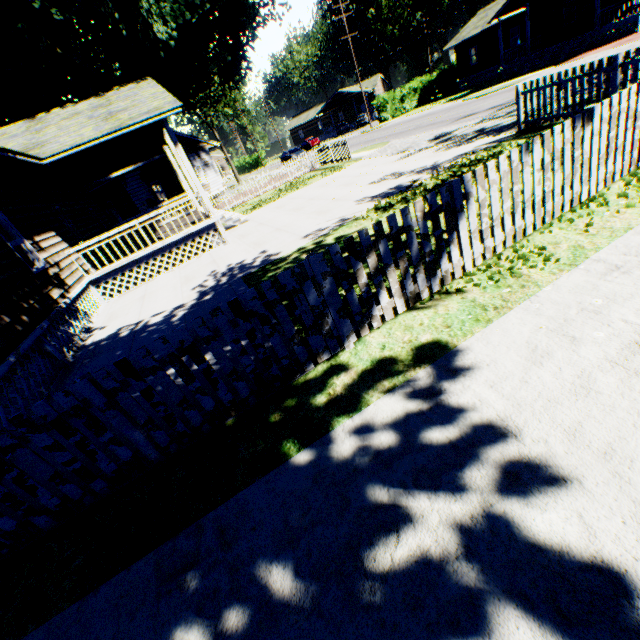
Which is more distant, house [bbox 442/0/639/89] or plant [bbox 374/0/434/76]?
plant [bbox 374/0/434/76]

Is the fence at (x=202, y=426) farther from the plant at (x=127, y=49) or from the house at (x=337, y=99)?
→ the house at (x=337, y=99)

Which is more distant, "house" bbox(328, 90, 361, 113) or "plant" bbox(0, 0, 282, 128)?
"house" bbox(328, 90, 361, 113)

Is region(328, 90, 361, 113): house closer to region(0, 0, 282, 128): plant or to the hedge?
the hedge

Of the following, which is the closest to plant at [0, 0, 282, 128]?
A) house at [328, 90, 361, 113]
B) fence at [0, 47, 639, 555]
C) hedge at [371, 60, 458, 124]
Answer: fence at [0, 47, 639, 555]

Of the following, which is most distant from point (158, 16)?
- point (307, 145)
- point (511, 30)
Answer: point (511, 30)

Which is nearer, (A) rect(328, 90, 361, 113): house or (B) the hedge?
(B) the hedge

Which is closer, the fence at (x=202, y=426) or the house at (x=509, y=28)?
the fence at (x=202, y=426)
